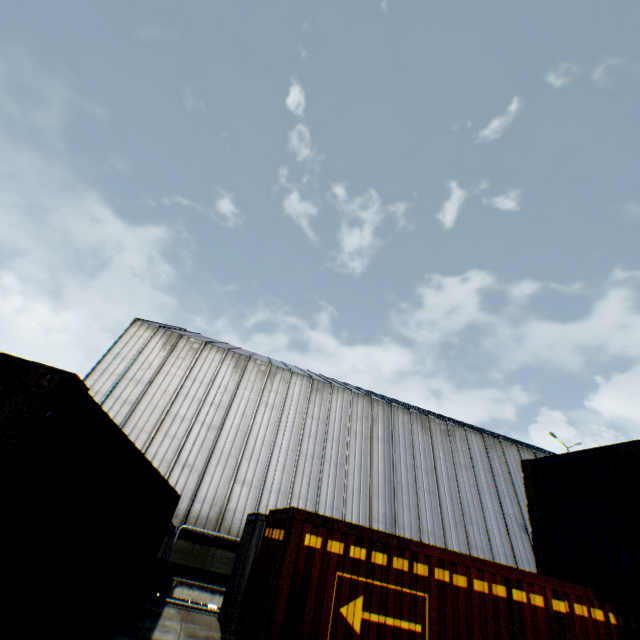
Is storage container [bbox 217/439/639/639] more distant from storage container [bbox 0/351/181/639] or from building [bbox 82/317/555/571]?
building [bbox 82/317/555/571]

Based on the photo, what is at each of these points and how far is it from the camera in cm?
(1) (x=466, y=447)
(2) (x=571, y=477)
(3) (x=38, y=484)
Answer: (1) building, 2162
(2) storage container, 859
(3) storage container, 209

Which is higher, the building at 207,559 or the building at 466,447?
the building at 466,447

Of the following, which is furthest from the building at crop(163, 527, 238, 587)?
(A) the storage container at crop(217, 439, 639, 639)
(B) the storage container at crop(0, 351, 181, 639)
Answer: A: (A) the storage container at crop(217, 439, 639, 639)

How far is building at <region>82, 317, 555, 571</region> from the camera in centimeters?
1543cm

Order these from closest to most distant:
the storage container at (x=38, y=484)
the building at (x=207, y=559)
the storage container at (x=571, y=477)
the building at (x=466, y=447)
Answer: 1. the storage container at (x=38, y=484)
2. the storage container at (x=571, y=477)
3. the building at (x=207, y=559)
4. the building at (x=466, y=447)
